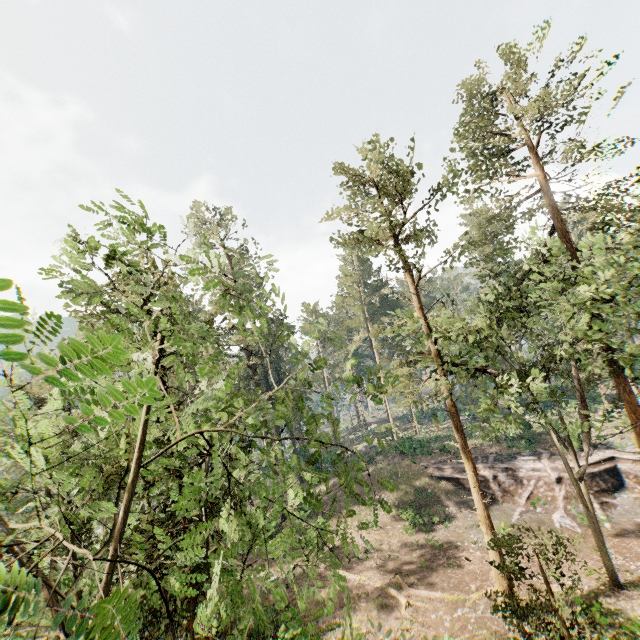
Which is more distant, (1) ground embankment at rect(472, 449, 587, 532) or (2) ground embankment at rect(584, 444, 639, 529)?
(1) ground embankment at rect(472, 449, 587, 532)

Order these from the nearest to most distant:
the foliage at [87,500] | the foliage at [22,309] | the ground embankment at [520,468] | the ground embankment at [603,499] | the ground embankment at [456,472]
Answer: the foliage at [22,309] → the foliage at [87,500] → the ground embankment at [603,499] → the ground embankment at [520,468] → the ground embankment at [456,472]

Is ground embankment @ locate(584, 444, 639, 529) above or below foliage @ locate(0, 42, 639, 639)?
below

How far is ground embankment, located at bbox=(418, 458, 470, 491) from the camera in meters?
31.0

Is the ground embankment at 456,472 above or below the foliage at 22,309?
below

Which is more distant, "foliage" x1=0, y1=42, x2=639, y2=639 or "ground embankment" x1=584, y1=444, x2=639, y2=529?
"ground embankment" x1=584, y1=444, x2=639, y2=529

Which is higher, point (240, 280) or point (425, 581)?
point (240, 280)
